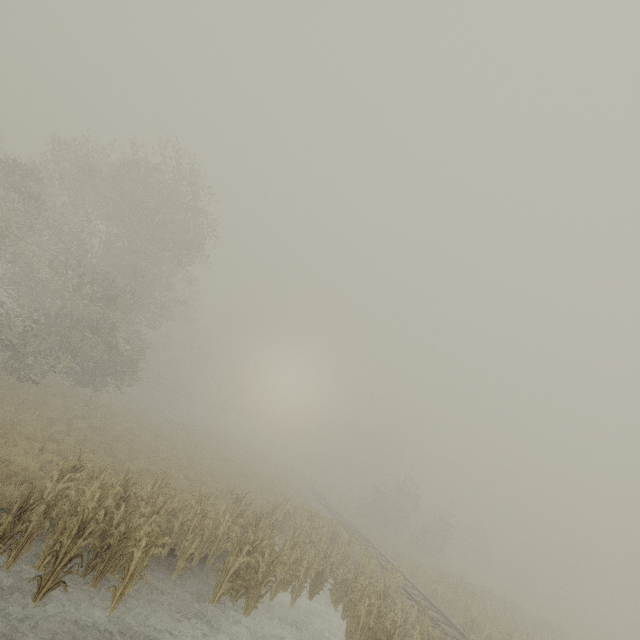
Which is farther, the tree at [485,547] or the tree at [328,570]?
the tree at [485,547]

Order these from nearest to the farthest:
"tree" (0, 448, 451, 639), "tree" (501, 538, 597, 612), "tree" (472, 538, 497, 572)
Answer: "tree" (0, 448, 451, 639)
"tree" (501, 538, 597, 612)
"tree" (472, 538, 497, 572)

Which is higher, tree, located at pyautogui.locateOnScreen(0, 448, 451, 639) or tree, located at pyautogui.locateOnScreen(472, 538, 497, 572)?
tree, located at pyautogui.locateOnScreen(472, 538, 497, 572)

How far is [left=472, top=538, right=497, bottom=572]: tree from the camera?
55.56m

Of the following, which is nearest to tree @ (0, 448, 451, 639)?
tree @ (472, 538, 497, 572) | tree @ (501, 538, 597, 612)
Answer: tree @ (501, 538, 597, 612)

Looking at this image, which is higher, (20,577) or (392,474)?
(392,474)

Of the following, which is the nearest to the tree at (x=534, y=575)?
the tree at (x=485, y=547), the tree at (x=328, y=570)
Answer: the tree at (x=485, y=547)
